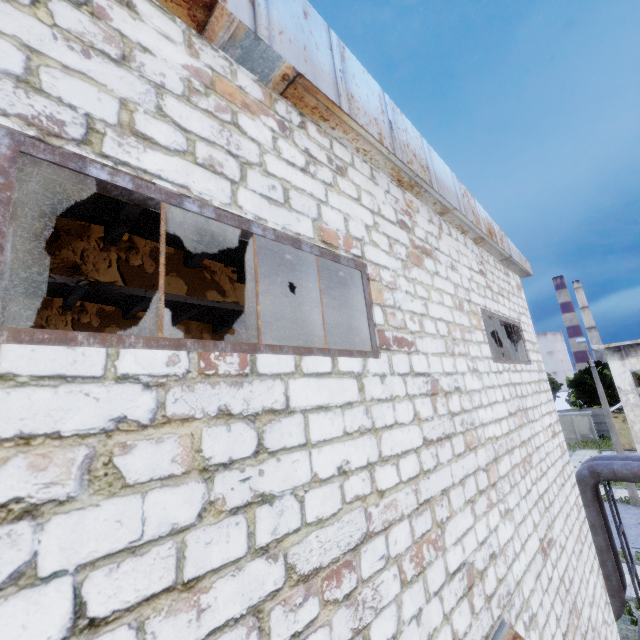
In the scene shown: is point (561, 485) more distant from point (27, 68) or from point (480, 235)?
point (27, 68)

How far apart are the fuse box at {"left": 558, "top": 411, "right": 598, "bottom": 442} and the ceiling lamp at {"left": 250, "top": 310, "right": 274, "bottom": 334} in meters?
47.3 m

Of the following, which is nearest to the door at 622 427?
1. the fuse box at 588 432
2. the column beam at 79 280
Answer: the fuse box at 588 432

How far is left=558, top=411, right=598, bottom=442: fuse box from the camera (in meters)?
39.16

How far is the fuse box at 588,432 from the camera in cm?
3916

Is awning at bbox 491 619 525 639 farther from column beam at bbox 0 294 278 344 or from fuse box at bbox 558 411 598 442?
fuse box at bbox 558 411 598 442

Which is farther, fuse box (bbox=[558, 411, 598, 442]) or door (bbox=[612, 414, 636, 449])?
fuse box (bbox=[558, 411, 598, 442])

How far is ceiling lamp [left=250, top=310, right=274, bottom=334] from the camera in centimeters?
805cm
